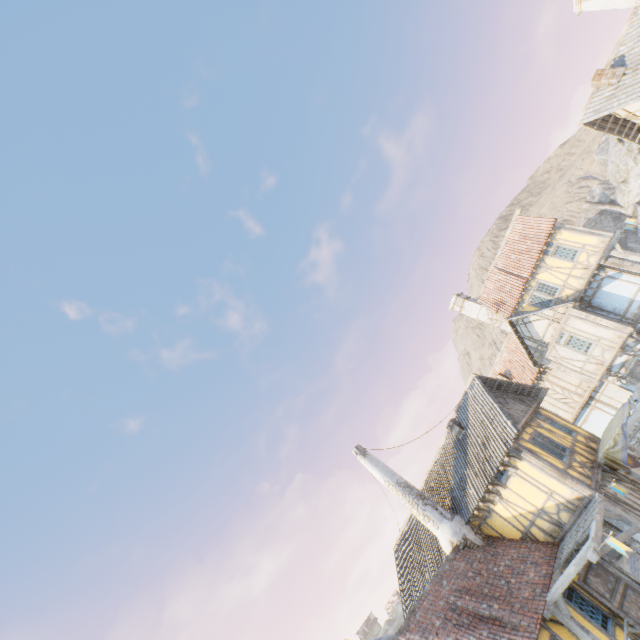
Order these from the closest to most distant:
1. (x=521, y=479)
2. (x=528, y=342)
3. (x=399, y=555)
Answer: (x=521, y=479) < (x=399, y=555) < (x=528, y=342)

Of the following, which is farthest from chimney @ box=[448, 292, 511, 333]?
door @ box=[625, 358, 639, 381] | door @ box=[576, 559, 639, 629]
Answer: door @ box=[576, 559, 639, 629]

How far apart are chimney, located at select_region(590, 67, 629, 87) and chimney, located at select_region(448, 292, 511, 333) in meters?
14.1 m

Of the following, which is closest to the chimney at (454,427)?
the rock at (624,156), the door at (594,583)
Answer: the door at (594,583)

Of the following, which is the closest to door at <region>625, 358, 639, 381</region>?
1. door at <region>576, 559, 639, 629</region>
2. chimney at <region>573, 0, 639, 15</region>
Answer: door at <region>576, 559, 639, 629</region>

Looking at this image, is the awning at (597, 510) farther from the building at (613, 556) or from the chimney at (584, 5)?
the chimney at (584, 5)

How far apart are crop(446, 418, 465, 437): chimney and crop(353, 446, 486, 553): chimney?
3.30m

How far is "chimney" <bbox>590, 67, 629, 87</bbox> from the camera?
13.98m
